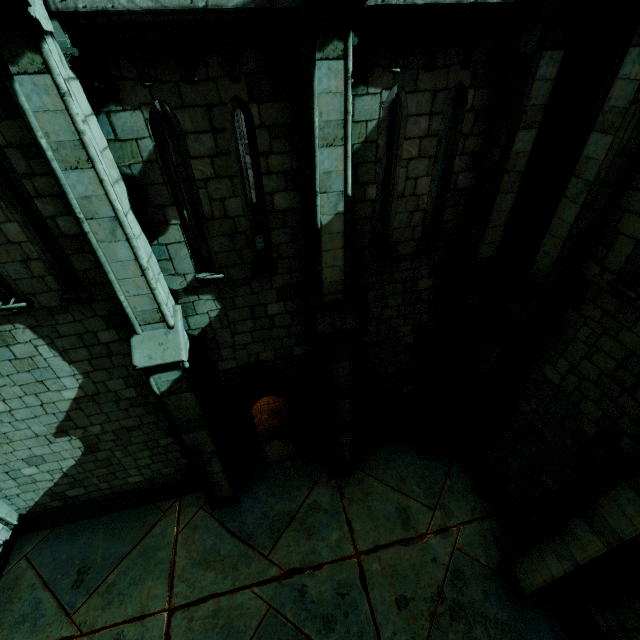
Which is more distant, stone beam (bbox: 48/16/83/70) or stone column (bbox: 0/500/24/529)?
stone column (bbox: 0/500/24/529)

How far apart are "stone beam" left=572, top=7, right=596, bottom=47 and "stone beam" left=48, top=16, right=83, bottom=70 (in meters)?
6.19

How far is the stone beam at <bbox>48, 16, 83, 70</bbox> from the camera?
3.31m

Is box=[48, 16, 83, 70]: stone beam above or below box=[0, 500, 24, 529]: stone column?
above

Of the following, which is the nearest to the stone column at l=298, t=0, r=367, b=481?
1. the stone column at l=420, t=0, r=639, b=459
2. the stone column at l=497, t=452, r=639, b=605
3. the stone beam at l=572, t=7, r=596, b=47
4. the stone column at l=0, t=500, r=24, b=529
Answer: the stone column at l=420, t=0, r=639, b=459

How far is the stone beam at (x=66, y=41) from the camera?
3.3 meters

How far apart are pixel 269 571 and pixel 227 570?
1.0 meters

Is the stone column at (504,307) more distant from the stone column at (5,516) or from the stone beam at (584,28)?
the stone column at (5,516)
